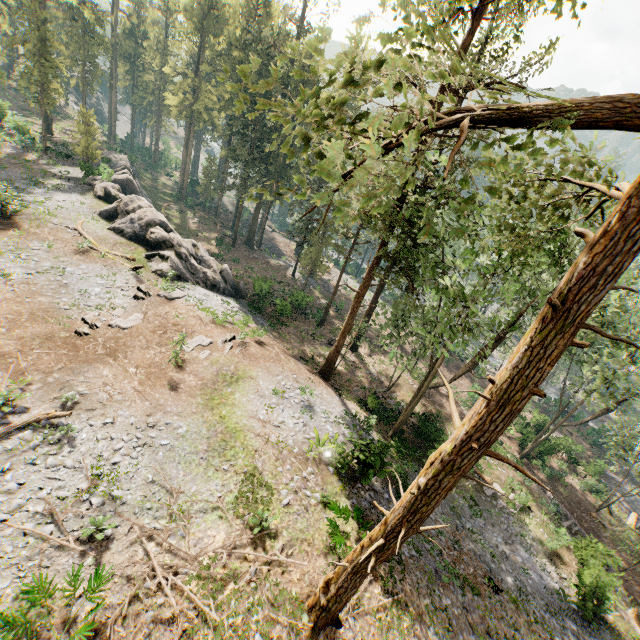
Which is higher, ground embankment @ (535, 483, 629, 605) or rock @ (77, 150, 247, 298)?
rock @ (77, 150, 247, 298)

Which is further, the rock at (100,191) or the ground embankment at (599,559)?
the rock at (100,191)

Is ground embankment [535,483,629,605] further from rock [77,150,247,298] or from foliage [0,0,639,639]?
rock [77,150,247,298]

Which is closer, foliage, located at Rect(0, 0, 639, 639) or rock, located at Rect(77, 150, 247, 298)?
foliage, located at Rect(0, 0, 639, 639)

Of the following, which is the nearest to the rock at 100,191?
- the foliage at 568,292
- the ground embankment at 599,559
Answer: the foliage at 568,292

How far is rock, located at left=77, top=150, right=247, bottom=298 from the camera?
26.9 meters

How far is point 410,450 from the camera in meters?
22.6

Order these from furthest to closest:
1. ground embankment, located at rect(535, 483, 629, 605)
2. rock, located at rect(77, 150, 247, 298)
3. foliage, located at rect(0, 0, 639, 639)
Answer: rock, located at rect(77, 150, 247, 298) → ground embankment, located at rect(535, 483, 629, 605) → foliage, located at rect(0, 0, 639, 639)
